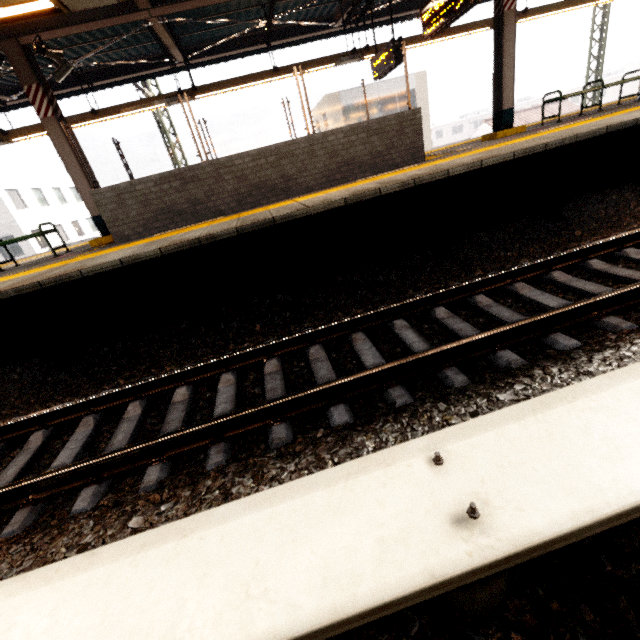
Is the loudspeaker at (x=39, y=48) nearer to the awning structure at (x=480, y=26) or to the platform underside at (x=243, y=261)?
the awning structure at (x=480, y=26)

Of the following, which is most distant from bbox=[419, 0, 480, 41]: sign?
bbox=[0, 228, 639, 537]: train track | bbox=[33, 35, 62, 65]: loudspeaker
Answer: bbox=[33, 35, 62, 65]: loudspeaker

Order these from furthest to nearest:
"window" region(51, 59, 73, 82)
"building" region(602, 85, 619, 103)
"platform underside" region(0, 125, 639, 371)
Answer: "building" region(602, 85, 619, 103) < "window" region(51, 59, 73, 82) < "platform underside" region(0, 125, 639, 371)

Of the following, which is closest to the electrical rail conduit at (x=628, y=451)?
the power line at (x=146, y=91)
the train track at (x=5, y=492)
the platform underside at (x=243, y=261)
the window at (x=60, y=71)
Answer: the train track at (x=5, y=492)

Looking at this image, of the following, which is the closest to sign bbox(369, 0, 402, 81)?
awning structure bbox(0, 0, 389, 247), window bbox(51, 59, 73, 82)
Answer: awning structure bbox(0, 0, 389, 247)

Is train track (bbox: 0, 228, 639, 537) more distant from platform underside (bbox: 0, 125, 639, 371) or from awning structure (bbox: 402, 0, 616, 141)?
awning structure (bbox: 402, 0, 616, 141)

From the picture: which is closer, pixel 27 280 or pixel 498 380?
pixel 498 380

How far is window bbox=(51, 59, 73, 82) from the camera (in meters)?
6.99
